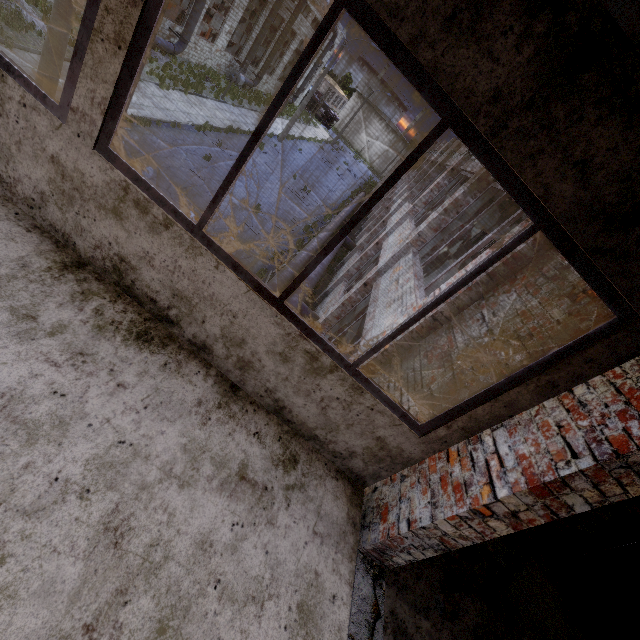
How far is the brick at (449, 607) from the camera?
2.54m

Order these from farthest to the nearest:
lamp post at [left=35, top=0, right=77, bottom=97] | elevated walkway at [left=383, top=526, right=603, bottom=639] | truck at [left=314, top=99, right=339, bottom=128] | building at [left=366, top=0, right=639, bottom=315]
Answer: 1. truck at [left=314, top=99, right=339, bottom=128]
2. lamp post at [left=35, top=0, right=77, bottom=97]
3. elevated walkway at [left=383, top=526, right=603, bottom=639]
4. building at [left=366, top=0, right=639, bottom=315]

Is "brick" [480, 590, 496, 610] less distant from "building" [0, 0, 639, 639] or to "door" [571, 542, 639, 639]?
"building" [0, 0, 639, 639]

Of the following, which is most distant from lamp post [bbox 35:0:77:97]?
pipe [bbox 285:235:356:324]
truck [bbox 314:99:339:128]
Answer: truck [bbox 314:99:339:128]

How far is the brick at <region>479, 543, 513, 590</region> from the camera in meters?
3.2

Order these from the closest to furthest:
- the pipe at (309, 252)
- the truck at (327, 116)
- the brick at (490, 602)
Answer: the brick at (490, 602)
the pipe at (309, 252)
the truck at (327, 116)

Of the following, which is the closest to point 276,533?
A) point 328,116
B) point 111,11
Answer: point 111,11

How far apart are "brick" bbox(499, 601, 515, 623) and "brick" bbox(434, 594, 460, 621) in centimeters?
82cm
